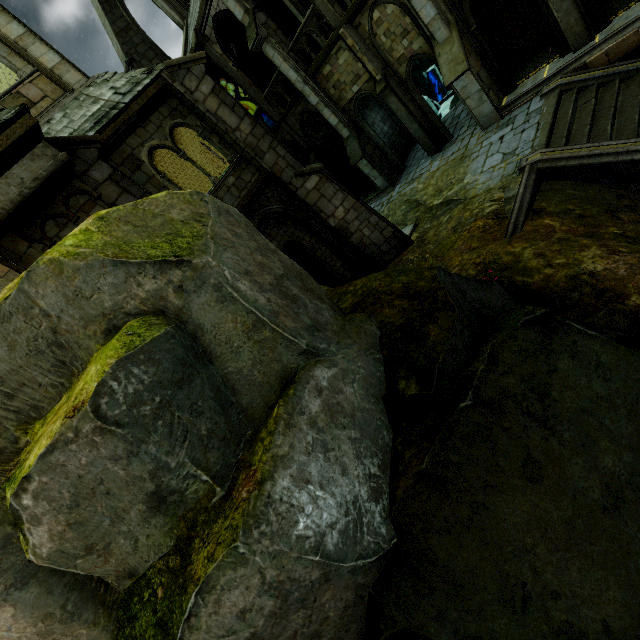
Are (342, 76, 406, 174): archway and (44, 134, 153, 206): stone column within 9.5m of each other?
no

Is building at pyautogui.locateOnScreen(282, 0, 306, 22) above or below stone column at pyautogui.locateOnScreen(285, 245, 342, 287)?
above

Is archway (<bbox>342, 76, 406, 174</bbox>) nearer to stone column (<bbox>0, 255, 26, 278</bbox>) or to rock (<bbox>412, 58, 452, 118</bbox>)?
rock (<bbox>412, 58, 452, 118</bbox>)

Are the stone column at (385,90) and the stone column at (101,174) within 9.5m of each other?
no

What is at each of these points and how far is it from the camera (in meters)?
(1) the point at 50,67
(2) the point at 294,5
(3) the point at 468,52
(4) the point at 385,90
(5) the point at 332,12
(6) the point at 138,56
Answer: (1) stone column, 8.45
(2) building, 15.47
(3) building, 11.64
(4) stone column, 14.09
(5) stone column, 12.74
(6) building, 16.89

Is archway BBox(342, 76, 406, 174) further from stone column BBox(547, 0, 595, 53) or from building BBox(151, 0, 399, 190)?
stone column BBox(547, 0, 595, 53)

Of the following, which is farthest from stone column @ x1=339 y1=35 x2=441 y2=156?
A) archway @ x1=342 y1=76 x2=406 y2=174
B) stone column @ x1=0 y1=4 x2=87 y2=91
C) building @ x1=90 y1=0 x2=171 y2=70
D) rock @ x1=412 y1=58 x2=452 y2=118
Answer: stone column @ x1=0 y1=4 x2=87 y2=91

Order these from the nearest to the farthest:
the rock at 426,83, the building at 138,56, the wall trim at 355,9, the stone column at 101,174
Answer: the stone column at 101,174 → the wall trim at 355,9 → the building at 138,56 → the rock at 426,83
